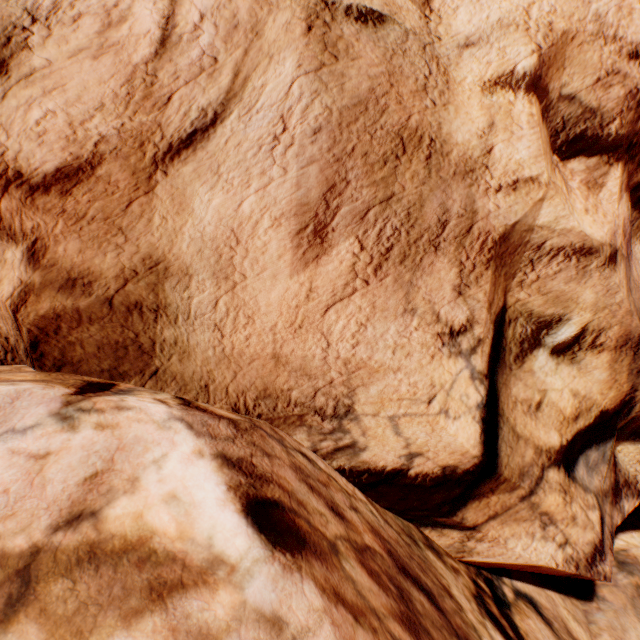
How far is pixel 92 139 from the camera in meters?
2.5 m
